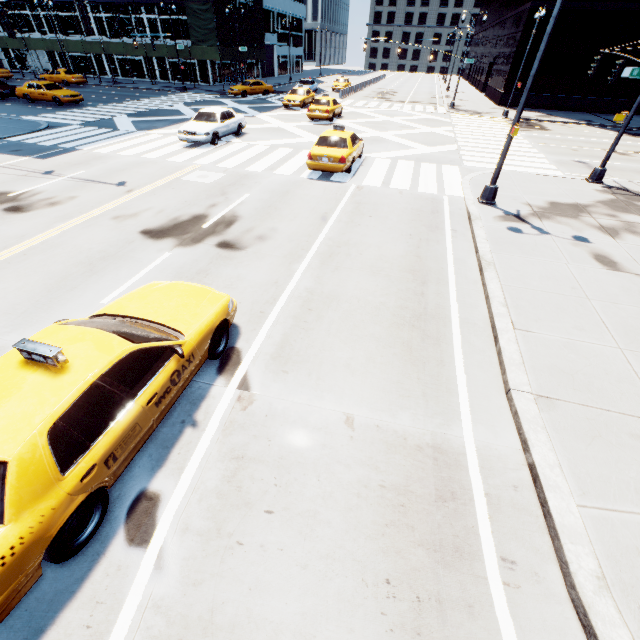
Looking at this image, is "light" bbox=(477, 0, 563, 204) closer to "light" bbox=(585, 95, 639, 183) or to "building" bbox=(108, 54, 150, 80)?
"light" bbox=(585, 95, 639, 183)

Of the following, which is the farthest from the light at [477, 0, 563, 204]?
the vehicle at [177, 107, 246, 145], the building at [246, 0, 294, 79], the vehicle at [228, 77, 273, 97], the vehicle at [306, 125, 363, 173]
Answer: the building at [246, 0, 294, 79]

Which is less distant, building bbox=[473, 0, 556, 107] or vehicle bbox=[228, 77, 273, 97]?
building bbox=[473, 0, 556, 107]

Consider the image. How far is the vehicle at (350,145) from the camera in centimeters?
1339cm

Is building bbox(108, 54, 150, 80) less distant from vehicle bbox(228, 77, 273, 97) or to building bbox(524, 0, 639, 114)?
vehicle bbox(228, 77, 273, 97)

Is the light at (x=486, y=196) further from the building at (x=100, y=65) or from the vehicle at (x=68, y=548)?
the building at (x=100, y=65)

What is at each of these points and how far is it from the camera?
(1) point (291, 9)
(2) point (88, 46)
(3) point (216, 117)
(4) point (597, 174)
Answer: (1) building, 59.53m
(2) scaffolding, 39.81m
(3) vehicle, 17.86m
(4) light, 14.52m

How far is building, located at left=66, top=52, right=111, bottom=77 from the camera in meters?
44.2 m
